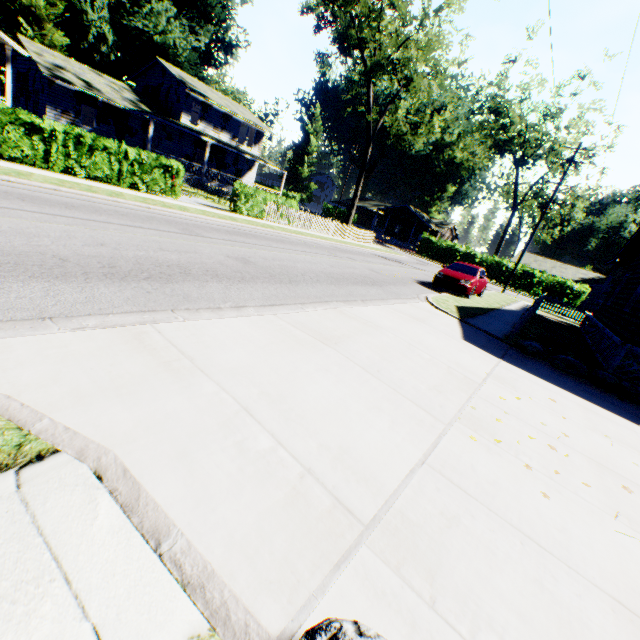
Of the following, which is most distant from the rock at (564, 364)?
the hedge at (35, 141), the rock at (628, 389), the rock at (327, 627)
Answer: the hedge at (35, 141)

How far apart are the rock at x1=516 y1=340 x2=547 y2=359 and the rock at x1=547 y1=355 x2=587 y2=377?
0.1 meters

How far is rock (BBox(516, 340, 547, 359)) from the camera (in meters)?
8.97

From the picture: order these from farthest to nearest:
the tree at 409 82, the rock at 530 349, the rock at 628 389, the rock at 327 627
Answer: the tree at 409 82, the rock at 530 349, the rock at 628 389, the rock at 327 627

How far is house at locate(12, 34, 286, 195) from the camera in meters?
24.2 m

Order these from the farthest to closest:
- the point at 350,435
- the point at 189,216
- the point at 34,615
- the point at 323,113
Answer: the point at 323,113
the point at 189,216
the point at 350,435
the point at 34,615

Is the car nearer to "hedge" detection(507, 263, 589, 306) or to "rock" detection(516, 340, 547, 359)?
"rock" detection(516, 340, 547, 359)

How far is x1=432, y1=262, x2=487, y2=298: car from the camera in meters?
15.4
